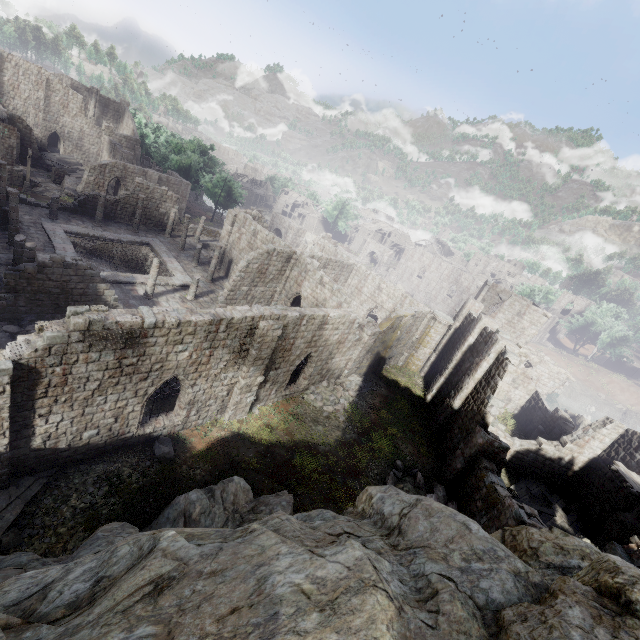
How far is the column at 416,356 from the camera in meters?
29.9 m

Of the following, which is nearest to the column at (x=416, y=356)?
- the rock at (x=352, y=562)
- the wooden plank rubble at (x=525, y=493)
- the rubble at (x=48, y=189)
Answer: the wooden plank rubble at (x=525, y=493)

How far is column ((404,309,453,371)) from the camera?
29.91m

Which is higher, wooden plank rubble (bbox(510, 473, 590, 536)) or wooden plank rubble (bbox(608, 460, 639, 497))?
wooden plank rubble (bbox(608, 460, 639, 497))

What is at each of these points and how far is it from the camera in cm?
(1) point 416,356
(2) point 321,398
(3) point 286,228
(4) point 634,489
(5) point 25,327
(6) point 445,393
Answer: (1) column, 3145
(2) rubble, 2147
(3) stone arch, 5522
(4) wooden plank rubble, 1438
(5) rubble, 1673
(6) building, 2495

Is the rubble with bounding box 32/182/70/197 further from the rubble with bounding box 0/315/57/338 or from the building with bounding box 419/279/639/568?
the rubble with bounding box 0/315/57/338

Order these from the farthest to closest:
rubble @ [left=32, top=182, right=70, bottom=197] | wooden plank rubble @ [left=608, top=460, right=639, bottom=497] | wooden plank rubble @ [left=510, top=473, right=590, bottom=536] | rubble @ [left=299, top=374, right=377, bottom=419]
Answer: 1. rubble @ [left=32, top=182, right=70, bottom=197]
2. rubble @ [left=299, top=374, right=377, bottom=419]
3. wooden plank rubble @ [left=510, top=473, right=590, bottom=536]
4. wooden plank rubble @ [left=608, top=460, right=639, bottom=497]

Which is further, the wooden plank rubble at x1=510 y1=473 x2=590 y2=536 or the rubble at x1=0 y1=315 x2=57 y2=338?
the wooden plank rubble at x1=510 y1=473 x2=590 y2=536
